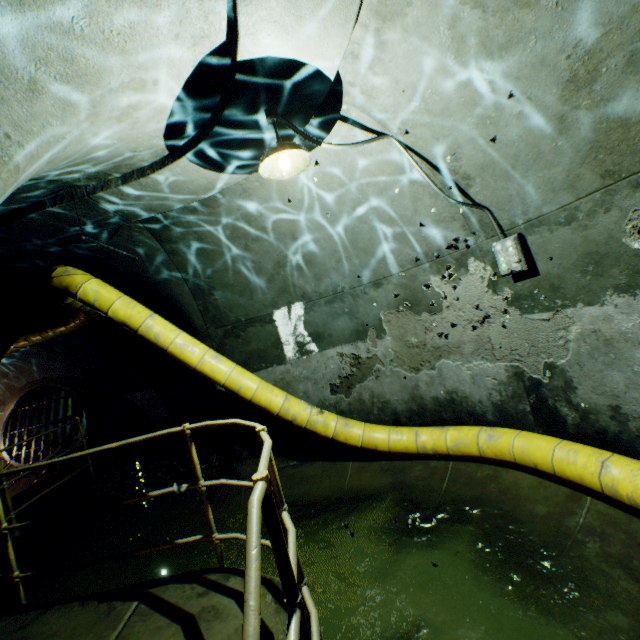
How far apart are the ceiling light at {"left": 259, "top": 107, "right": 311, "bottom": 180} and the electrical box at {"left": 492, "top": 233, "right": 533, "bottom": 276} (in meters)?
2.22

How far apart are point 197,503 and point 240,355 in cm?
287

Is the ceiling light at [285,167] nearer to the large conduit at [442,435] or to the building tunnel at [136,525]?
the building tunnel at [136,525]

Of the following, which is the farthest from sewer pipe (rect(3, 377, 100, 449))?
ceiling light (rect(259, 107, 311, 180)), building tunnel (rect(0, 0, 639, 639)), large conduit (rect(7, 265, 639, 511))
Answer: ceiling light (rect(259, 107, 311, 180))

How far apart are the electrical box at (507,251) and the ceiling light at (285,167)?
2.2m

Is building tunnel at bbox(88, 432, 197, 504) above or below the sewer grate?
below

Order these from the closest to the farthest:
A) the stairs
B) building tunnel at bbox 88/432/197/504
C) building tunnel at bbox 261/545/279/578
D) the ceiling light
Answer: the stairs → the ceiling light → building tunnel at bbox 261/545/279/578 → building tunnel at bbox 88/432/197/504

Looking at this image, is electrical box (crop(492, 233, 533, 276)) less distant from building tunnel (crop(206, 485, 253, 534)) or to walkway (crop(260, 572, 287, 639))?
building tunnel (crop(206, 485, 253, 534))
